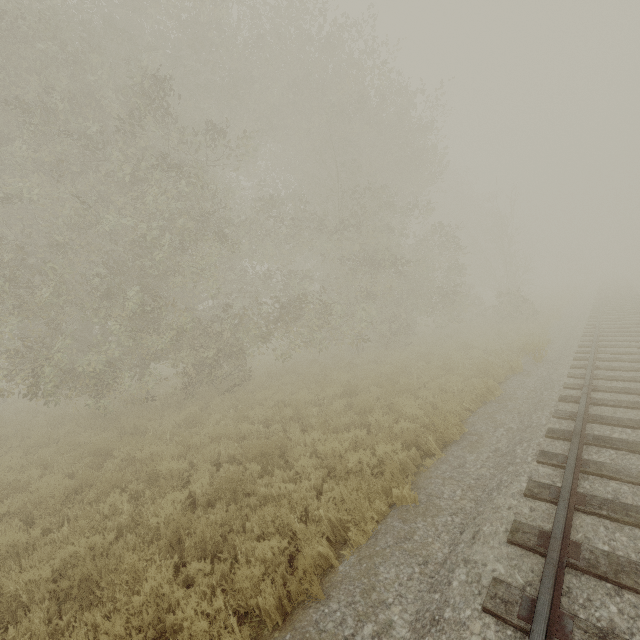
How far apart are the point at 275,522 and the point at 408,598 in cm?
250
